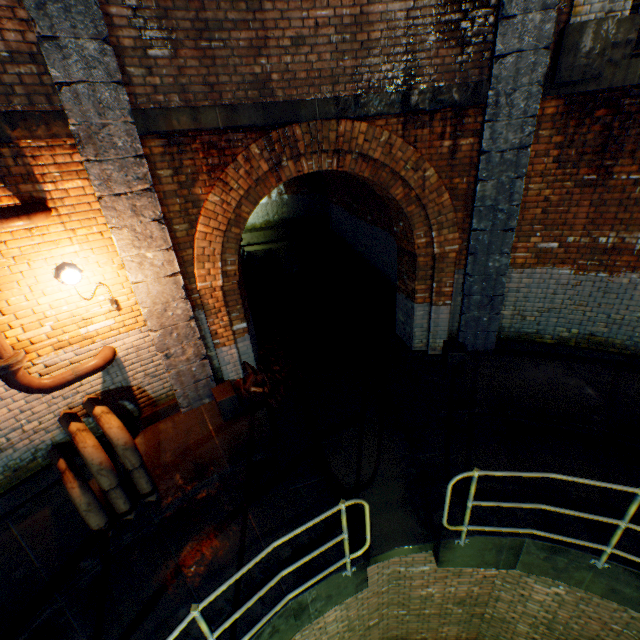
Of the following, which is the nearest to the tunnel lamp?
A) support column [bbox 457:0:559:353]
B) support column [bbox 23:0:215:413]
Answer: support column [bbox 23:0:215:413]

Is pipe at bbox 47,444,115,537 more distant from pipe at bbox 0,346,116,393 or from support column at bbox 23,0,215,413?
support column at bbox 23,0,215,413

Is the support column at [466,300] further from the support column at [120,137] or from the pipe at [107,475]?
the pipe at [107,475]

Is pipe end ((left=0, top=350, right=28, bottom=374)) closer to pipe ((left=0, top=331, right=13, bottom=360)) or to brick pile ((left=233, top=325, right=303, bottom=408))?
pipe ((left=0, top=331, right=13, bottom=360))

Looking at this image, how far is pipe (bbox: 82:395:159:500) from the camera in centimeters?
409cm

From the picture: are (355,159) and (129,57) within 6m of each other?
yes

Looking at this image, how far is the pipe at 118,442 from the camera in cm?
409
